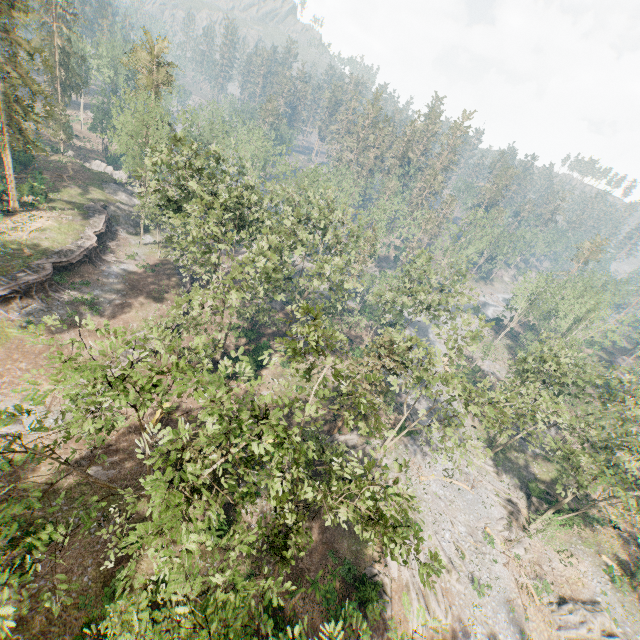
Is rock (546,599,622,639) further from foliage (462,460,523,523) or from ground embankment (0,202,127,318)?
ground embankment (0,202,127,318)

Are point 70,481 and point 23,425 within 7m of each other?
yes

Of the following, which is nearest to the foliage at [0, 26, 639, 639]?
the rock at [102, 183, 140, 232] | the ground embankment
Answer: the rock at [102, 183, 140, 232]

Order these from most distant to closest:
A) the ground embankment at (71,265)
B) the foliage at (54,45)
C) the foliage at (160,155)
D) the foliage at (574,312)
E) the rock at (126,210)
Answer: the foliage at (574,312)
the rock at (126,210)
the foliage at (54,45)
the ground embankment at (71,265)
the foliage at (160,155)

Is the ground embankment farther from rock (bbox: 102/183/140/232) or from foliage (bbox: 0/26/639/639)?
foliage (bbox: 0/26/639/639)

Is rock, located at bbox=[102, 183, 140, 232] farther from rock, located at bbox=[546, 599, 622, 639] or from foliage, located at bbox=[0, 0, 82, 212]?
rock, located at bbox=[546, 599, 622, 639]

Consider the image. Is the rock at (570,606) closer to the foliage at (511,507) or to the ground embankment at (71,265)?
Answer: the foliage at (511,507)

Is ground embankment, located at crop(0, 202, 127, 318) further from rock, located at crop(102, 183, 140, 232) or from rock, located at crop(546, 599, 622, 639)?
rock, located at crop(546, 599, 622, 639)
